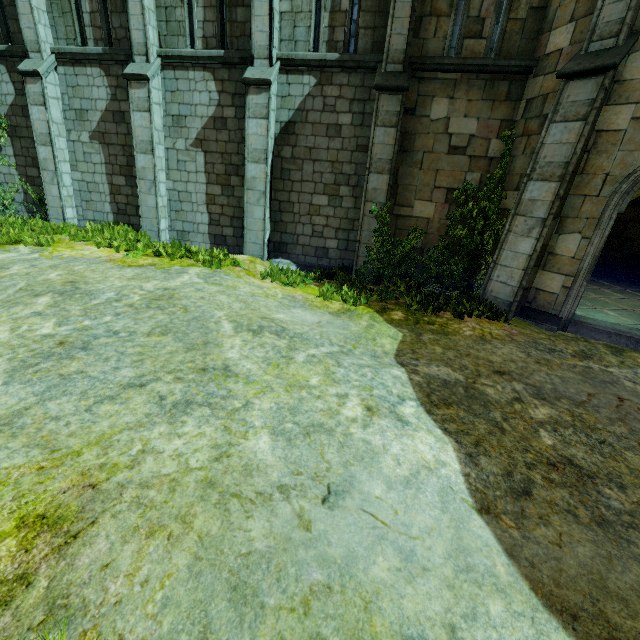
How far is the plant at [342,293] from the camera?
7.9m

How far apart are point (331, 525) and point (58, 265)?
8.5 meters

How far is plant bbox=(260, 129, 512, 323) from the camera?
7.95m
